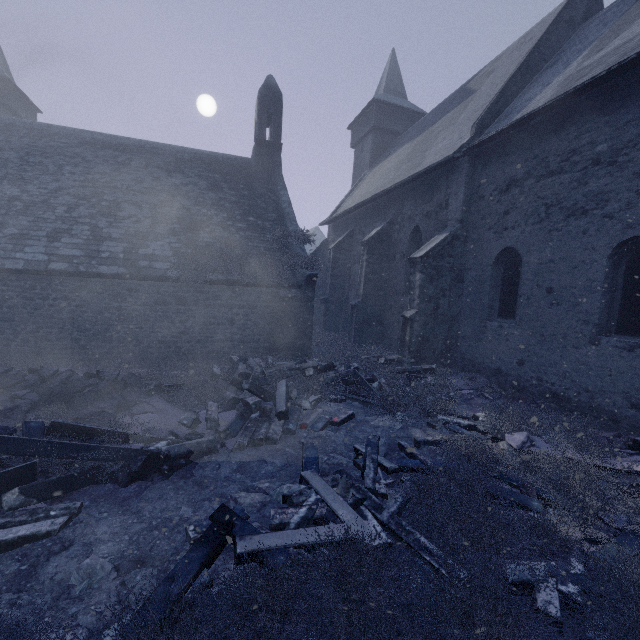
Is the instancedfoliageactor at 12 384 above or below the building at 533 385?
below

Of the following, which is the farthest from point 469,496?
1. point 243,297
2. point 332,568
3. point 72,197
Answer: point 72,197

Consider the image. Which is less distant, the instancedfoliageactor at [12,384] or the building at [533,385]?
the instancedfoliageactor at [12,384]

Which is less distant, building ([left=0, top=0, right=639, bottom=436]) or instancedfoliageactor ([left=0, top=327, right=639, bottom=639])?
instancedfoliageactor ([left=0, top=327, right=639, bottom=639])

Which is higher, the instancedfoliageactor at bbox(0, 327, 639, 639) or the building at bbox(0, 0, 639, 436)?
the building at bbox(0, 0, 639, 436)
